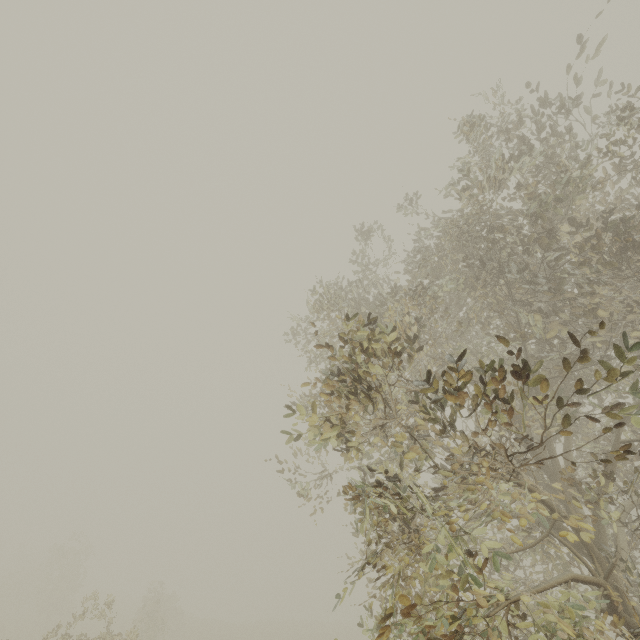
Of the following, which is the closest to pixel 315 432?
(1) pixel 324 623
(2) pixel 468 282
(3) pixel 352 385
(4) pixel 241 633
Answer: (3) pixel 352 385
